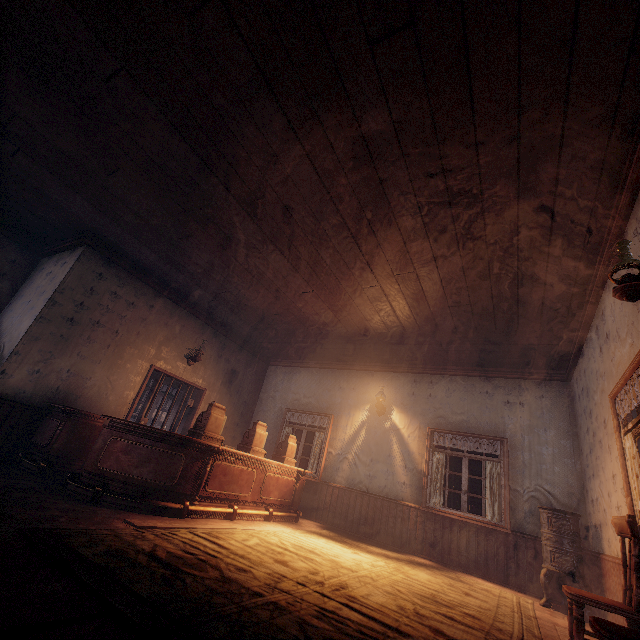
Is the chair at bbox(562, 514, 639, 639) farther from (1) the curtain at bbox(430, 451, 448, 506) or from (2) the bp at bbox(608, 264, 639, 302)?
(2) the bp at bbox(608, 264, 639, 302)

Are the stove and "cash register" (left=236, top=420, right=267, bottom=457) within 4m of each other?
no

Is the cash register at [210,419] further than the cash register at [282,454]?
No

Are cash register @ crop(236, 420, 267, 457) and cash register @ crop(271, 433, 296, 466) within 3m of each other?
yes

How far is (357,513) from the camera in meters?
7.1

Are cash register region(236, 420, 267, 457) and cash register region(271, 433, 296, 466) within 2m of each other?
yes

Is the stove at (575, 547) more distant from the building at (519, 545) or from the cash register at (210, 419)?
the cash register at (210, 419)

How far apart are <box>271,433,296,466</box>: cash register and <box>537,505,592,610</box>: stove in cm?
444
